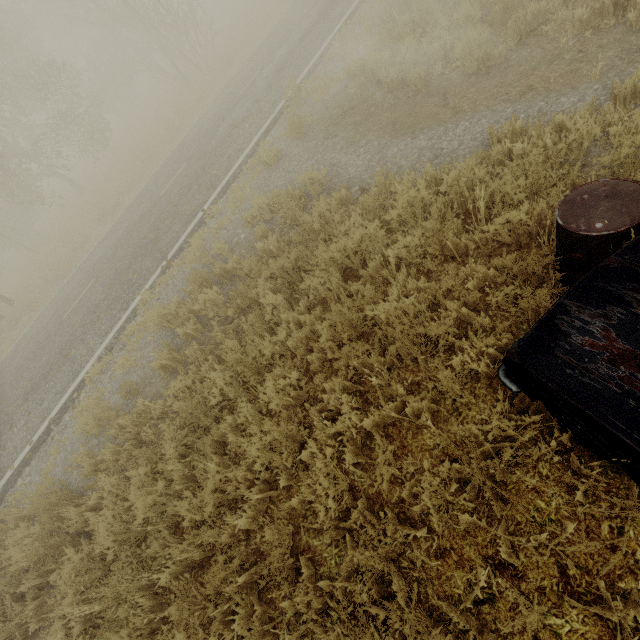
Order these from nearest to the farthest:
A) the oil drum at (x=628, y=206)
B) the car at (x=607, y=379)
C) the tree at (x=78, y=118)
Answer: the car at (x=607, y=379)
the oil drum at (x=628, y=206)
the tree at (x=78, y=118)

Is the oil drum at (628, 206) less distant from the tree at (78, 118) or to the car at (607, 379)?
the car at (607, 379)

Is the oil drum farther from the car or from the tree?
the tree

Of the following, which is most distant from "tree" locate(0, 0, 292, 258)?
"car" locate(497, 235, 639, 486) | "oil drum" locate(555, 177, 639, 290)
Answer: "car" locate(497, 235, 639, 486)

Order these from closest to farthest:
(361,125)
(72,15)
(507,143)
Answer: (507,143) < (361,125) < (72,15)

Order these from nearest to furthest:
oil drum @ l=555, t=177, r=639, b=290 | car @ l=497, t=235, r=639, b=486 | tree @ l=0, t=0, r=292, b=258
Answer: car @ l=497, t=235, r=639, b=486, oil drum @ l=555, t=177, r=639, b=290, tree @ l=0, t=0, r=292, b=258
